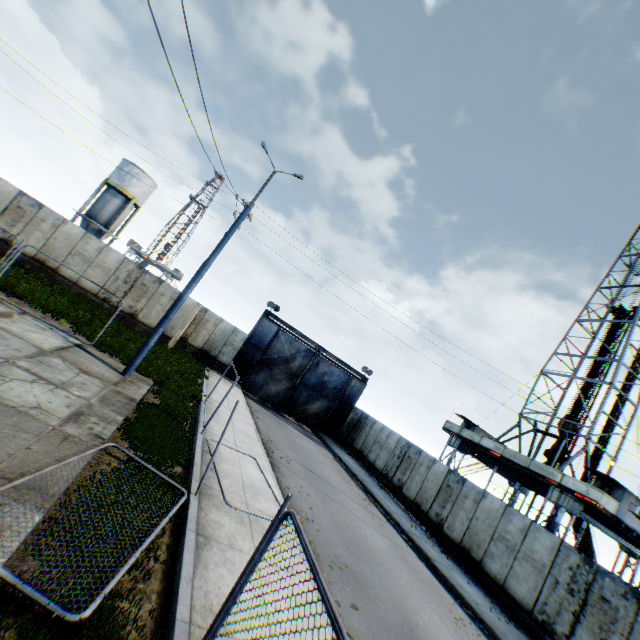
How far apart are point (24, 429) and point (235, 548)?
4.4 meters

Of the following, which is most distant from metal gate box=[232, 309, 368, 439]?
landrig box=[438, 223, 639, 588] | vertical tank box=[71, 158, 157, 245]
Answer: vertical tank box=[71, 158, 157, 245]

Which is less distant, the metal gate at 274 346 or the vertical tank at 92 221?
the metal gate at 274 346

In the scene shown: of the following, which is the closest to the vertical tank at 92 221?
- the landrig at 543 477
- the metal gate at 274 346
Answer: the metal gate at 274 346

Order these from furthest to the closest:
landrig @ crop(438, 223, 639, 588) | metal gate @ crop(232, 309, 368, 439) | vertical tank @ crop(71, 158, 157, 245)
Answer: vertical tank @ crop(71, 158, 157, 245), metal gate @ crop(232, 309, 368, 439), landrig @ crop(438, 223, 639, 588)

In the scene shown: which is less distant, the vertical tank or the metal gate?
the metal gate

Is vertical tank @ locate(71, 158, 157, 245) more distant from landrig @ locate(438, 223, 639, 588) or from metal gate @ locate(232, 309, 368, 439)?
landrig @ locate(438, 223, 639, 588)
